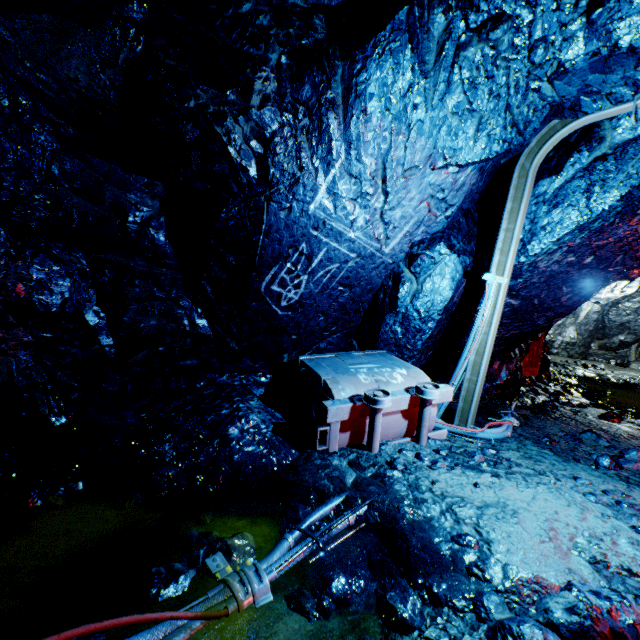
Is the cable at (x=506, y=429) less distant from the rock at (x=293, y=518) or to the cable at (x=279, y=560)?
the rock at (x=293, y=518)

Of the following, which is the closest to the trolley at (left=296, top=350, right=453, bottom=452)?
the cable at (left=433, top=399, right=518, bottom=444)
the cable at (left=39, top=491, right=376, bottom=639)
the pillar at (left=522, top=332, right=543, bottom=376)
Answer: the cable at (left=433, top=399, right=518, bottom=444)

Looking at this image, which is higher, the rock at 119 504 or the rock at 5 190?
the rock at 5 190

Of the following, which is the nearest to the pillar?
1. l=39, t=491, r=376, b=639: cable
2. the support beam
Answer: the support beam

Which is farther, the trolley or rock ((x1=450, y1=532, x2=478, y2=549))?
the trolley

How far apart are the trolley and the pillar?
5.1 meters

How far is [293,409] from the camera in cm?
405

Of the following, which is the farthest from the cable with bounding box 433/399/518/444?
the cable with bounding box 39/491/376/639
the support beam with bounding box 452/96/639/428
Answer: the cable with bounding box 39/491/376/639
